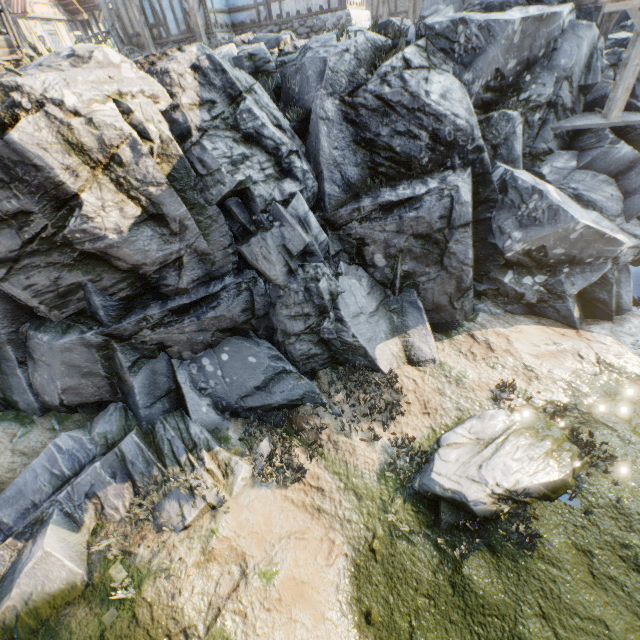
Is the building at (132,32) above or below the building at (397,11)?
above

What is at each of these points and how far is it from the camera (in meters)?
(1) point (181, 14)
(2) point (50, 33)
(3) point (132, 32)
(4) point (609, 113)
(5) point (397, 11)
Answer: (1) building, 12.45
(2) building, 19.03
(3) building, 15.27
(4) wooden structure, 10.68
(5) building, 18.67

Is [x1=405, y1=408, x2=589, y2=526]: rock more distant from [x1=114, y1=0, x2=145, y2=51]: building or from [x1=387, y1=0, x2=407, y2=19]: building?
[x1=387, y1=0, x2=407, y2=19]: building

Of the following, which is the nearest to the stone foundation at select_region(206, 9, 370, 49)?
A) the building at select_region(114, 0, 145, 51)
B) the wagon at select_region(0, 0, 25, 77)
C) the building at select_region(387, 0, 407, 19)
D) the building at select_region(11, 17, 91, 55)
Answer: the building at select_region(114, 0, 145, 51)

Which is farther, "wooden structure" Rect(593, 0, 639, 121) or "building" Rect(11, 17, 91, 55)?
"building" Rect(11, 17, 91, 55)

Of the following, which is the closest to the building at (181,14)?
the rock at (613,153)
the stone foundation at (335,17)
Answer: the stone foundation at (335,17)

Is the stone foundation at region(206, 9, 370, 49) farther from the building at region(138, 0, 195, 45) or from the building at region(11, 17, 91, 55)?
the building at region(11, 17, 91, 55)

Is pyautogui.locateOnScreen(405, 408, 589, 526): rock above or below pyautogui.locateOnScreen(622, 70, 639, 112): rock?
below
